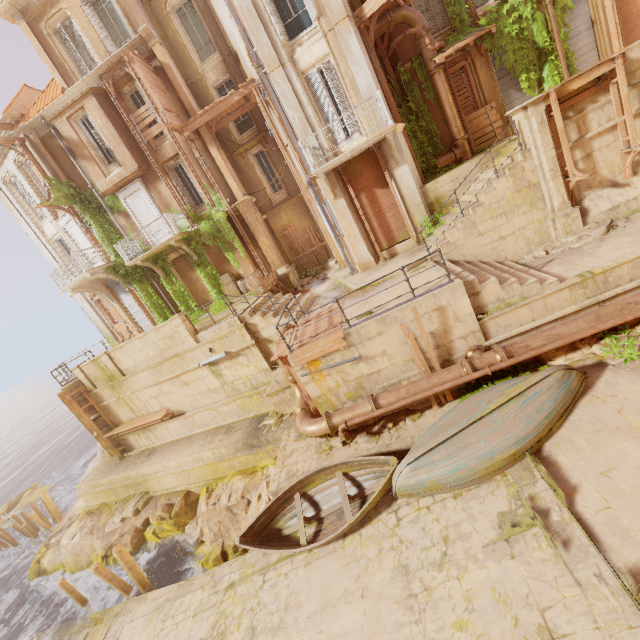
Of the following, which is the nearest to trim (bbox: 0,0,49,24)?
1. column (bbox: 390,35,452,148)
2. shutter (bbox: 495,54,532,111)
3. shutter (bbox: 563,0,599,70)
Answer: column (bbox: 390,35,452,148)

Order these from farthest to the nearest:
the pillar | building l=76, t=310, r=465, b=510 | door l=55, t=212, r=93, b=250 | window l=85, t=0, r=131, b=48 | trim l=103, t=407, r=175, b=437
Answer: door l=55, t=212, r=93, b=250, trim l=103, t=407, r=175, b=437, window l=85, t=0, r=131, b=48, building l=76, t=310, r=465, b=510, the pillar

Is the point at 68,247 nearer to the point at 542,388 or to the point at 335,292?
the point at 335,292

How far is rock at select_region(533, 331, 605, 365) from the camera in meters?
8.4

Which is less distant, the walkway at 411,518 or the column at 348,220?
the walkway at 411,518

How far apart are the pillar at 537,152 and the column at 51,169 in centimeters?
2072cm

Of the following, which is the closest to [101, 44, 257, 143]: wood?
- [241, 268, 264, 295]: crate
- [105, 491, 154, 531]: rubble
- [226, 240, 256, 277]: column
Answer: [226, 240, 256, 277]: column

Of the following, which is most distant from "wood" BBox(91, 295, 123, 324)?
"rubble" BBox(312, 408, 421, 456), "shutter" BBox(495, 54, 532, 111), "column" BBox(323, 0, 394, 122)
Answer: "shutter" BBox(495, 54, 532, 111)
